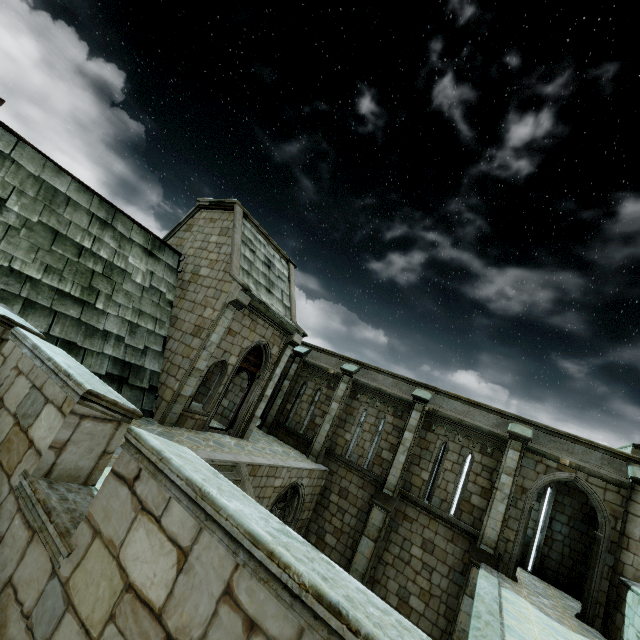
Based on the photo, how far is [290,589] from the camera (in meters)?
1.53
